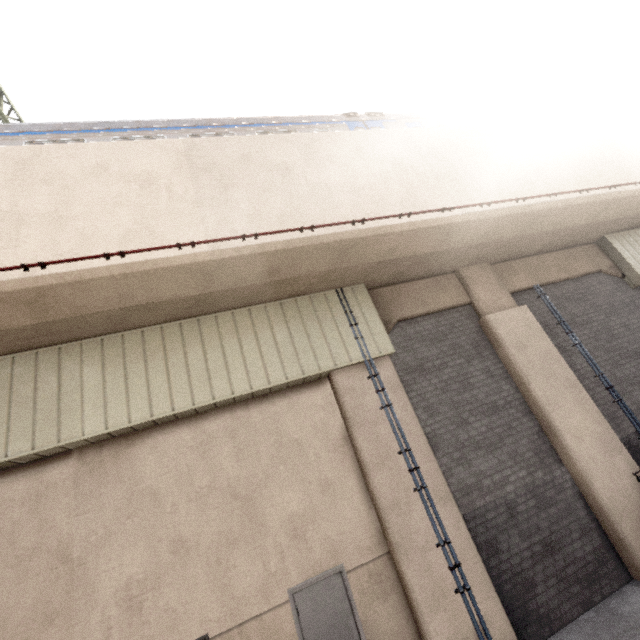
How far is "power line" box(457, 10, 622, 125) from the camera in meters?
12.0

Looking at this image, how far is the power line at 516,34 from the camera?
12.0 meters

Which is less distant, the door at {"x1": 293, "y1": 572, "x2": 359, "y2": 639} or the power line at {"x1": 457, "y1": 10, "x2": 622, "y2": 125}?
the door at {"x1": 293, "y1": 572, "x2": 359, "y2": 639}

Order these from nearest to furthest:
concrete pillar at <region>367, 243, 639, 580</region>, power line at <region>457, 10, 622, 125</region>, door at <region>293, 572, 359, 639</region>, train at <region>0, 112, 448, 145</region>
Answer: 1. door at <region>293, 572, 359, 639</region>
2. concrete pillar at <region>367, 243, 639, 580</region>
3. train at <region>0, 112, 448, 145</region>
4. power line at <region>457, 10, 622, 125</region>

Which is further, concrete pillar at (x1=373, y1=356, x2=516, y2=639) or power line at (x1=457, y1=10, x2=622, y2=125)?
power line at (x1=457, y1=10, x2=622, y2=125)

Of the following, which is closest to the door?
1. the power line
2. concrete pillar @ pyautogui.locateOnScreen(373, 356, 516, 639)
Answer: concrete pillar @ pyautogui.locateOnScreen(373, 356, 516, 639)

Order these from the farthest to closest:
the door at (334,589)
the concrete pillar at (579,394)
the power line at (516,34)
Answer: the power line at (516,34) → the concrete pillar at (579,394) → the door at (334,589)

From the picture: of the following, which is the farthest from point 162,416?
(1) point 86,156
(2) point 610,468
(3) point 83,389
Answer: (2) point 610,468
